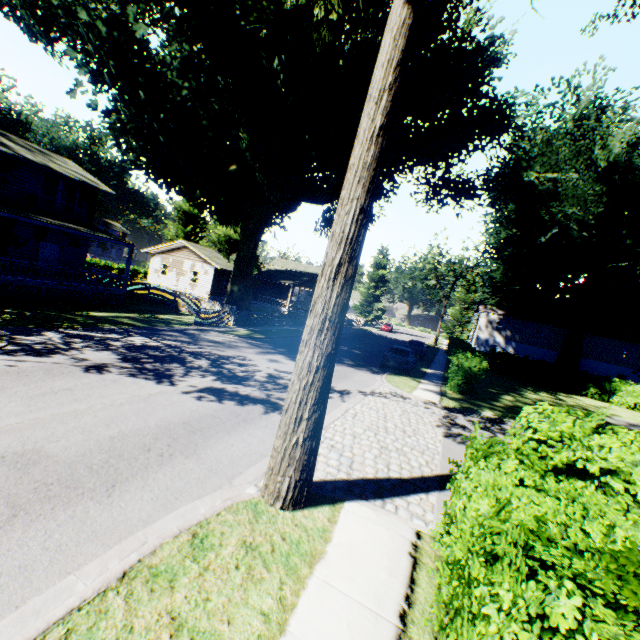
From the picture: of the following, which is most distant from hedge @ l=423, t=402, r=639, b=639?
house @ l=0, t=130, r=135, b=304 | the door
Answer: the door

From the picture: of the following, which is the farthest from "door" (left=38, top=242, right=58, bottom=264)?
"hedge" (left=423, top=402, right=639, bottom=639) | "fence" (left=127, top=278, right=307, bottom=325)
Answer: "hedge" (left=423, top=402, right=639, bottom=639)

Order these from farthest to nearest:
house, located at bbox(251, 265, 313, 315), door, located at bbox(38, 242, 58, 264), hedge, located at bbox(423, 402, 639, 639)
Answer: house, located at bbox(251, 265, 313, 315) < door, located at bbox(38, 242, 58, 264) < hedge, located at bbox(423, 402, 639, 639)

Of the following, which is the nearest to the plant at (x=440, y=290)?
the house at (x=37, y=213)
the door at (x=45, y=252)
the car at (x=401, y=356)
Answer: the house at (x=37, y=213)

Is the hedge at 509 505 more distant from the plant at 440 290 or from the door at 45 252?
the door at 45 252

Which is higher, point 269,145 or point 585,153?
point 585,153

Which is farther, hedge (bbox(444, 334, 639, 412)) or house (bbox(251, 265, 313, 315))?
house (bbox(251, 265, 313, 315))

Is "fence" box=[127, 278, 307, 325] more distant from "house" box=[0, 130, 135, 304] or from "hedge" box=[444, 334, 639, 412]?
"hedge" box=[444, 334, 639, 412]
